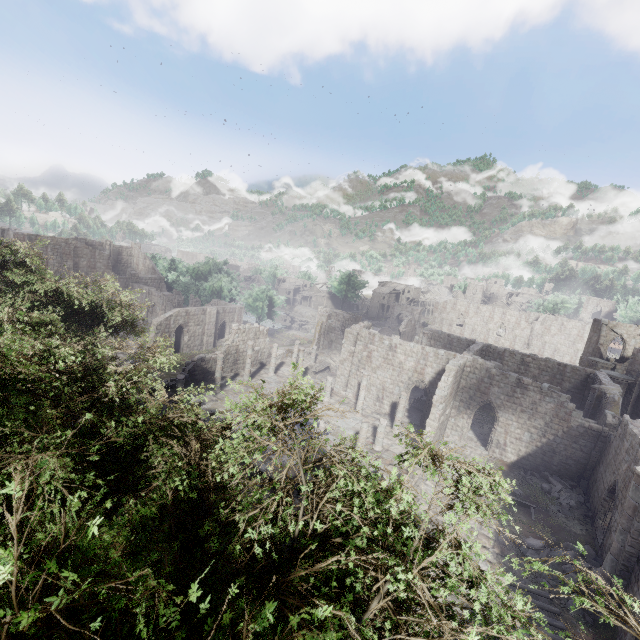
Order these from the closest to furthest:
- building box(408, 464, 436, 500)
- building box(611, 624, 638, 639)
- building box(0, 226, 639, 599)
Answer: building box(611, 624, 638, 639) → building box(0, 226, 639, 599) → building box(408, 464, 436, 500)

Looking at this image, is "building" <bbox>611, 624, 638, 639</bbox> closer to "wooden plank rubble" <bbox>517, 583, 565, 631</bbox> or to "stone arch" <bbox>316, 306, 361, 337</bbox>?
"wooden plank rubble" <bbox>517, 583, 565, 631</bbox>

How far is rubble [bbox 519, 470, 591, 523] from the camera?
19.09m

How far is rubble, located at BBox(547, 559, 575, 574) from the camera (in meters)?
14.55

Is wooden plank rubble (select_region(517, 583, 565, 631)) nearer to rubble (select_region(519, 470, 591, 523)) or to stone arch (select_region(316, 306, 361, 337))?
rubble (select_region(519, 470, 591, 523))

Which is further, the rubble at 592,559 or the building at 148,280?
the building at 148,280

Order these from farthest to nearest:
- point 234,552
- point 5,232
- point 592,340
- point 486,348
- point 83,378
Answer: point 5,232, point 592,340, point 486,348, point 83,378, point 234,552
